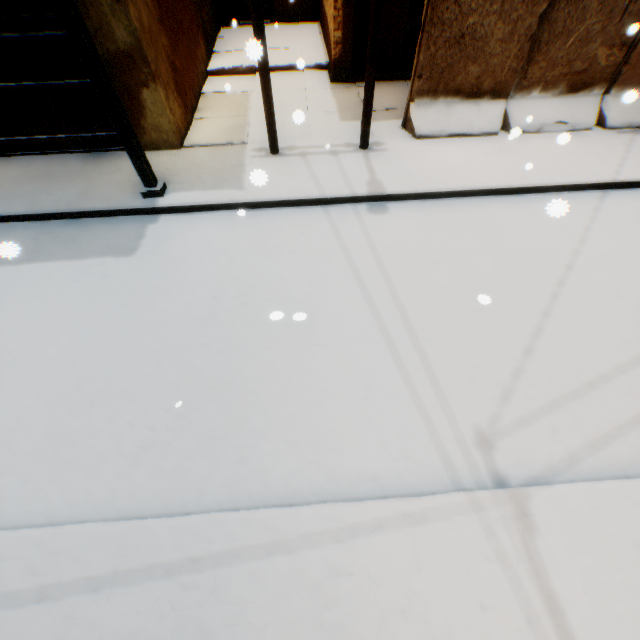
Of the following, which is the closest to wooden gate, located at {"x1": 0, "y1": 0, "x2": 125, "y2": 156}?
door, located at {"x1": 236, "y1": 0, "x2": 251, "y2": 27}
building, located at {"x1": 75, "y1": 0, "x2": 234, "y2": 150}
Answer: building, located at {"x1": 75, "y1": 0, "x2": 234, "y2": 150}

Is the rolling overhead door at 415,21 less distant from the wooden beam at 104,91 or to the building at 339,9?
the building at 339,9

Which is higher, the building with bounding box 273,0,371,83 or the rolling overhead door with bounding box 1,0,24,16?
the rolling overhead door with bounding box 1,0,24,16

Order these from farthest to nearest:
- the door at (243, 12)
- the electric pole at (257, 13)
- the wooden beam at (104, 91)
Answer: the door at (243, 12) → the electric pole at (257, 13) → the wooden beam at (104, 91)

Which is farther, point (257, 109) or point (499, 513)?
point (257, 109)

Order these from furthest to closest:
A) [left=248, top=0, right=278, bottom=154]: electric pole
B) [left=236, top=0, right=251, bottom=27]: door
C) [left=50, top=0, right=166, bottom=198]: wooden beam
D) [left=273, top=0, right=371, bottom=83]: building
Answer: [left=236, top=0, right=251, bottom=27]: door
[left=273, top=0, right=371, bottom=83]: building
[left=248, top=0, right=278, bottom=154]: electric pole
[left=50, top=0, right=166, bottom=198]: wooden beam

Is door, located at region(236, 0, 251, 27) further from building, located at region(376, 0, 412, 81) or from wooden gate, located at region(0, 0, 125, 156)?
wooden gate, located at region(0, 0, 125, 156)

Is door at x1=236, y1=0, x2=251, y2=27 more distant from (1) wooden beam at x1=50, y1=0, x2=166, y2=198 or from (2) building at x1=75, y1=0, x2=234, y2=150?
(1) wooden beam at x1=50, y1=0, x2=166, y2=198
